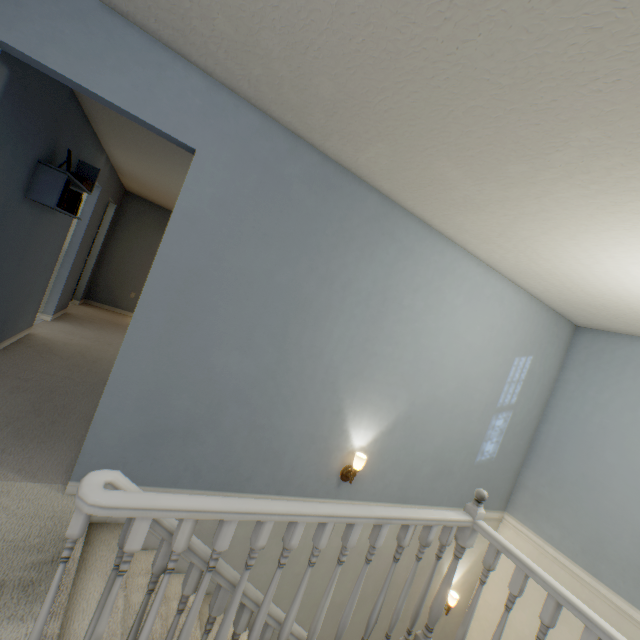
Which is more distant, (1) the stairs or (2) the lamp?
(2) the lamp

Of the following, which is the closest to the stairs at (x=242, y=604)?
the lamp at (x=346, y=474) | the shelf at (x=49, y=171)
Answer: the lamp at (x=346, y=474)

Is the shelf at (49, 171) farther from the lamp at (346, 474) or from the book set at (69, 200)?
the lamp at (346, 474)

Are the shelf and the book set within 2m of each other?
yes

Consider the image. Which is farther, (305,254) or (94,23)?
(305,254)

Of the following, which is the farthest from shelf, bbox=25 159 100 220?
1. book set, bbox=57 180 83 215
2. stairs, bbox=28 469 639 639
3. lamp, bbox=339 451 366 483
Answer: lamp, bbox=339 451 366 483

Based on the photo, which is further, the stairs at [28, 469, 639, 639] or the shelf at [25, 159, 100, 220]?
the shelf at [25, 159, 100, 220]

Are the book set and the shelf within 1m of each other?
yes
